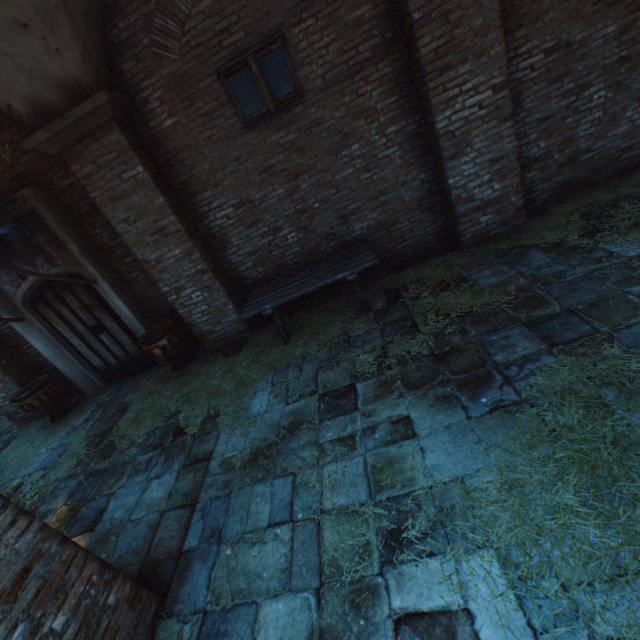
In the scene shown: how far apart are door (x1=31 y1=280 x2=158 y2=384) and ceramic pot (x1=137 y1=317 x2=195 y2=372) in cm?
55

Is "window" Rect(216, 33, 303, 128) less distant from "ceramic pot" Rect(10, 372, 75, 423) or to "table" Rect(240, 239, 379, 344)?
"table" Rect(240, 239, 379, 344)

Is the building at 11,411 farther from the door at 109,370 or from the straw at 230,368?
the door at 109,370

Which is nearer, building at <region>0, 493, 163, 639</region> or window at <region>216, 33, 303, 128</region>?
building at <region>0, 493, 163, 639</region>

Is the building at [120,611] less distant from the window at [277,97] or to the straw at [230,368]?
the straw at [230,368]

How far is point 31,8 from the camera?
3.47m

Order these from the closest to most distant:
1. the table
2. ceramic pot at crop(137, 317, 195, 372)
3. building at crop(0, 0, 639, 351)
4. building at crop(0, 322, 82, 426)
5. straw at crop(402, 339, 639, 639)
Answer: straw at crop(402, 339, 639, 639), building at crop(0, 0, 639, 351), the table, ceramic pot at crop(137, 317, 195, 372), building at crop(0, 322, 82, 426)

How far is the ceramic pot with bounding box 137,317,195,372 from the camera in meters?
5.6
